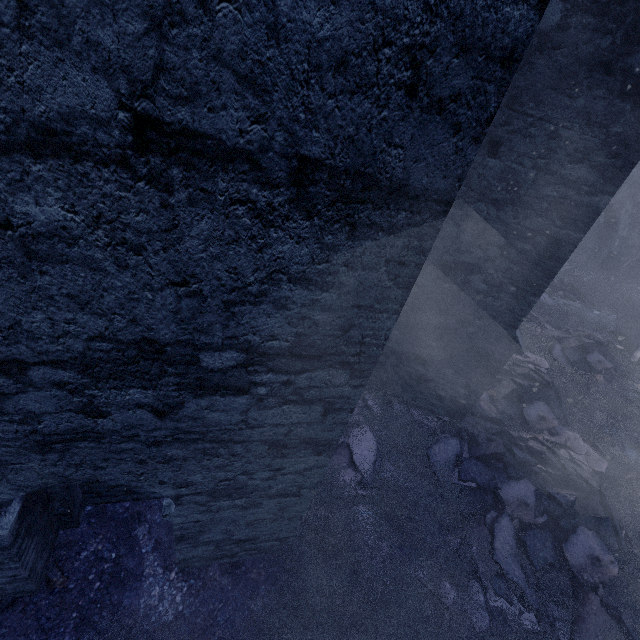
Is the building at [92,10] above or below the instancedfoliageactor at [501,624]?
above

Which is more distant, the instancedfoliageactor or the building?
the instancedfoliageactor

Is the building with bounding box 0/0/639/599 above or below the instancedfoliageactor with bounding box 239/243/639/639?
above

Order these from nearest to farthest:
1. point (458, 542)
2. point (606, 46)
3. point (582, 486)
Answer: point (606, 46)
point (458, 542)
point (582, 486)

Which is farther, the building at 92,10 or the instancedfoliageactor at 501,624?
the instancedfoliageactor at 501,624
